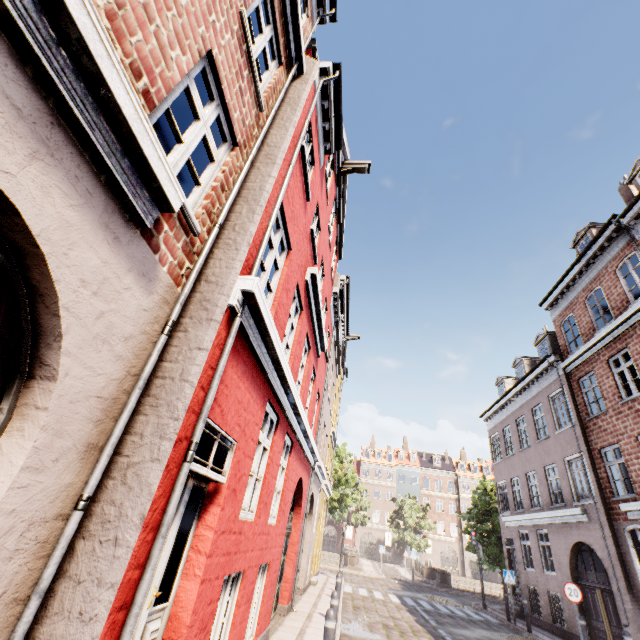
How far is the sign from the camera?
10.49m

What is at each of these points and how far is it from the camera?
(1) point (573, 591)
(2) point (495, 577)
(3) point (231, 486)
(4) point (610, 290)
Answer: (1) sign, 10.6m
(2) building, 45.6m
(3) building, 4.1m
(4) building, 12.9m

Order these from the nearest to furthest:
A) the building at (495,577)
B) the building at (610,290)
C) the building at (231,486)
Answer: the building at (231,486), the building at (610,290), the building at (495,577)

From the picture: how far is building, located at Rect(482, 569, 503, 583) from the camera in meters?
45.3

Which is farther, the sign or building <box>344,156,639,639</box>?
building <box>344,156,639,639</box>

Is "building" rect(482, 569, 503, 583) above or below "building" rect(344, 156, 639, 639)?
below

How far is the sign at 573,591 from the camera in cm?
1049
